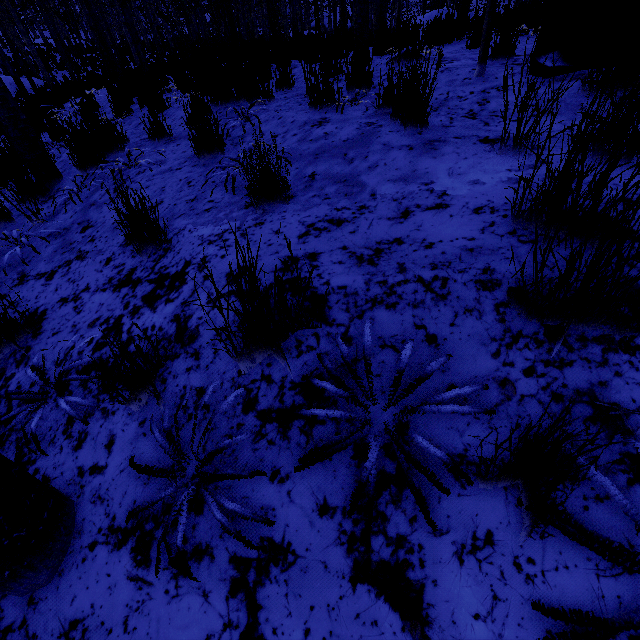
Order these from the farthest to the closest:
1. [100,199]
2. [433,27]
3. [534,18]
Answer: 1. [433,27]
2. [534,18]
3. [100,199]

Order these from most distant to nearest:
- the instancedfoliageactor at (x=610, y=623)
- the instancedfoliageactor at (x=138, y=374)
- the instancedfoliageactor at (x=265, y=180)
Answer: the instancedfoliageactor at (x=265, y=180) < the instancedfoliageactor at (x=138, y=374) < the instancedfoliageactor at (x=610, y=623)

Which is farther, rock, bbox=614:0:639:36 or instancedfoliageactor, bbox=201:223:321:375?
rock, bbox=614:0:639:36

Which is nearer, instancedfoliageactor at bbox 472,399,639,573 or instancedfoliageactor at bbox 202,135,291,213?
instancedfoliageactor at bbox 472,399,639,573

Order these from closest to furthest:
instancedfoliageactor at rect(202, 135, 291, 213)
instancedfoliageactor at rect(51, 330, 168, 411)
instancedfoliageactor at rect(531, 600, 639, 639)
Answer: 1. instancedfoliageactor at rect(531, 600, 639, 639)
2. instancedfoliageactor at rect(51, 330, 168, 411)
3. instancedfoliageactor at rect(202, 135, 291, 213)

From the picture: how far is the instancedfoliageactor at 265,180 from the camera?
1.8m

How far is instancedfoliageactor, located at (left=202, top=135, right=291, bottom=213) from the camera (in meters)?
1.77
